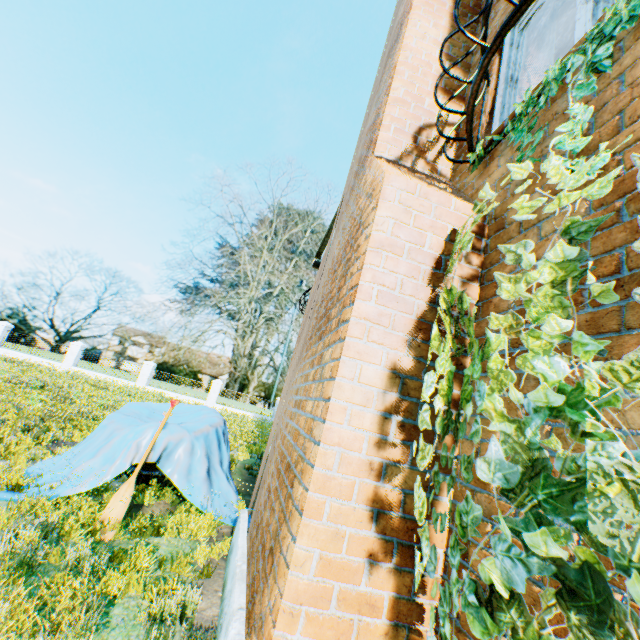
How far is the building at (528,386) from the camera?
1.7 meters

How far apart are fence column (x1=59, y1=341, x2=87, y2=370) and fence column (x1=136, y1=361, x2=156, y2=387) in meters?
4.7

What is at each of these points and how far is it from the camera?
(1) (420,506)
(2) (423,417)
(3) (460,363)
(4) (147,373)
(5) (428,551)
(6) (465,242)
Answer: (1) ivy, 1.5 meters
(2) ivy, 1.6 meters
(3) building, 2.2 meters
(4) fence column, 25.8 meters
(5) ivy, 1.5 meters
(6) ivy, 2.0 meters

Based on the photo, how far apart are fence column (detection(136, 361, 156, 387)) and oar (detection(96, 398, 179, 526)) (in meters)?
23.10

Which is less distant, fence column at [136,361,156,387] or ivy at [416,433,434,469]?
ivy at [416,433,434,469]

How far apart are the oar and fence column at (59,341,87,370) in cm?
2532

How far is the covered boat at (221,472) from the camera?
5.09m

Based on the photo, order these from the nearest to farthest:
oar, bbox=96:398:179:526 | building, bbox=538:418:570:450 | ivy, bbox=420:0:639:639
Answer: ivy, bbox=420:0:639:639 < building, bbox=538:418:570:450 < oar, bbox=96:398:179:526
